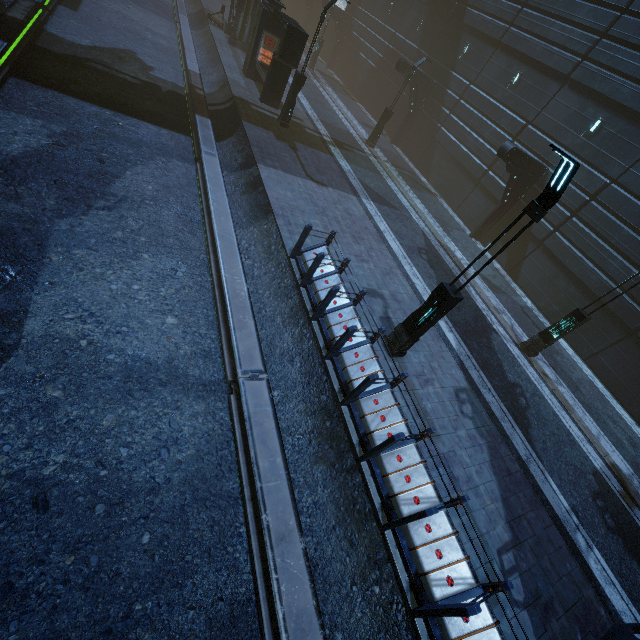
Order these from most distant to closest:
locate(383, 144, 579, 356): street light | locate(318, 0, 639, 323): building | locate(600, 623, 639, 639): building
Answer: locate(318, 0, 639, 323): building, locate(600, 623, 639, 639): building, locate(383, 144, 579, 356): street light

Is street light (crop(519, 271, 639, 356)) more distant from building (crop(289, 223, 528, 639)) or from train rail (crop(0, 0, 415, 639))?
train rail (crop(0, 0, 415, 639))

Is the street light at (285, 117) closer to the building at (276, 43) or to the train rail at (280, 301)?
the building at (276, 43)

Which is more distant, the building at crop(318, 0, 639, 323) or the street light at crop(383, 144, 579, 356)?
the building at crop(318, 0, 639, 323)

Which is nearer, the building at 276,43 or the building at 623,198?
the building at 623,198

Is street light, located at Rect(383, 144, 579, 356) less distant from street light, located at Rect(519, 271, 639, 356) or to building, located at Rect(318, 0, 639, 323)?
building, located at Rect(318, 0, 639, 323)

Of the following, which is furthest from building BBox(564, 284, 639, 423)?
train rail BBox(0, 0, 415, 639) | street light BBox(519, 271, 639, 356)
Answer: street light BBox(519, 271, 639, 356)

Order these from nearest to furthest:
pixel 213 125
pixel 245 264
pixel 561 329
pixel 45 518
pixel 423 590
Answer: pixel 45 518 < pixel 423 590 < pixel 245 264 < pixel 561 329 < pixel 213 125
